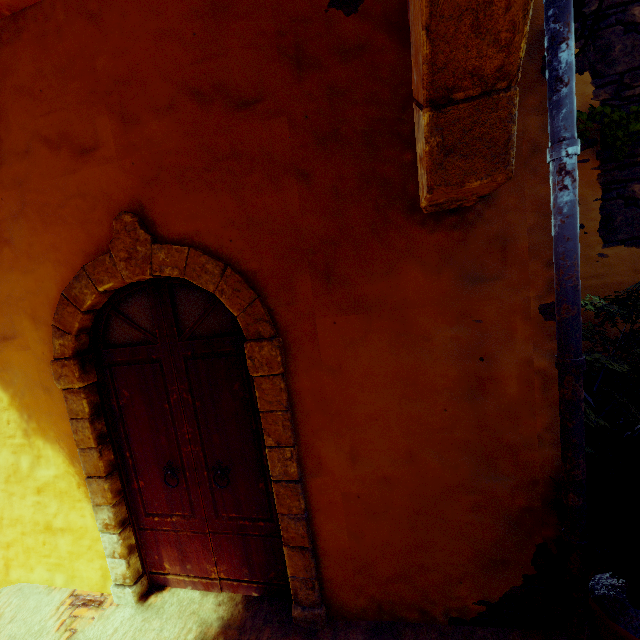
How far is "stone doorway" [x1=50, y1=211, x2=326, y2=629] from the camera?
2.2m

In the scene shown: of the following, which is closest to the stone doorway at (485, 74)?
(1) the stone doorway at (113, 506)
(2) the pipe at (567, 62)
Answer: (2) the pipe at (567, 62)

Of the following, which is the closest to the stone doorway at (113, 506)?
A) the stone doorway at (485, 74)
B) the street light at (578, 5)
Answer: the stone doorway at (485, 74)

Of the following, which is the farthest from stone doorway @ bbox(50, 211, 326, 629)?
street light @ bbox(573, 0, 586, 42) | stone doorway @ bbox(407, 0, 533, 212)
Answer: street light @ bbox(573, 0, 586, 42)

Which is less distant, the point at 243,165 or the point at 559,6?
the point at 559,6

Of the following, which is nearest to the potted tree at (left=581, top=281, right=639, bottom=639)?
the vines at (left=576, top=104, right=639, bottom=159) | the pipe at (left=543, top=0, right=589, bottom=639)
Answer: the pipe at (left=543, top=0, right=589, bottom=639)

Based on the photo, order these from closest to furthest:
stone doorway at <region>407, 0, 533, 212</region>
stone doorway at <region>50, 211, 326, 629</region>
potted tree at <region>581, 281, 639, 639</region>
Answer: stone doorway at <region>407, 0, 533, 212</region> → potted tree at <region>581, 281, 639, 639</region> → stone doorway at <region>50, 211, 326, 629</region>
